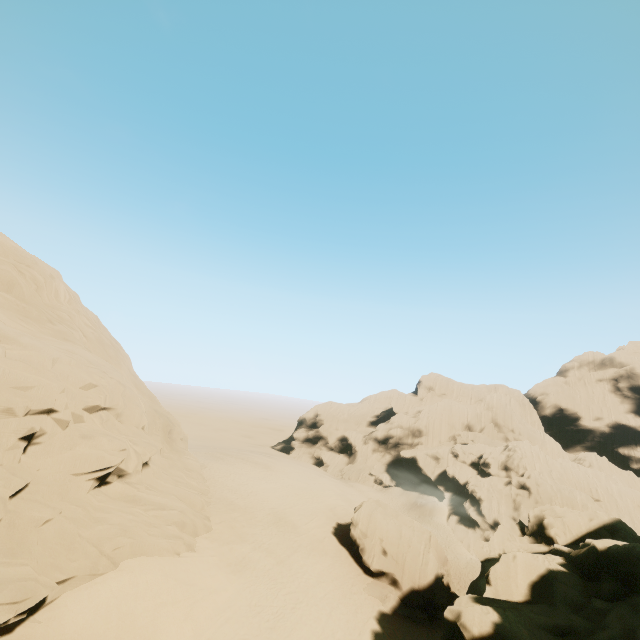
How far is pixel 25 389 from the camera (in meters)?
14.96

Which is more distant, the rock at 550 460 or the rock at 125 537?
the rock at 125 537

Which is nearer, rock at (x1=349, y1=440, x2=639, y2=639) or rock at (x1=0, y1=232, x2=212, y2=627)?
rock at (x1=349, y1=440, x2=639, y2=639)
